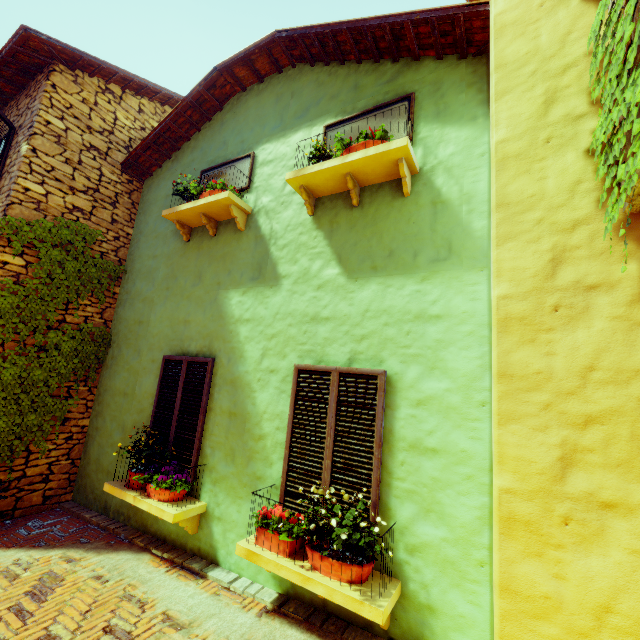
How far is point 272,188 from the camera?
4.8m

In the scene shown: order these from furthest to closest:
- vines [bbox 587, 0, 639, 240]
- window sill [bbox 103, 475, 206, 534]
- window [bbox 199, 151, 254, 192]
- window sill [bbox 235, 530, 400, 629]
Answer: window [bbox 199, 151, 254, 192], window sill [bbox 103, 475, 206, 534], window sill [bbox 235, 530, 400, 629], vines [bbox 587, 0, 639, 240]

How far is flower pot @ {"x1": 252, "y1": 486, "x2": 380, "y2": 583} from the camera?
2.7 meters

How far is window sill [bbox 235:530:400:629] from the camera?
2.5 meters

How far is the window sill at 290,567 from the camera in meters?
2.5

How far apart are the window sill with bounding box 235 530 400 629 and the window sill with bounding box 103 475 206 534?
1.0m

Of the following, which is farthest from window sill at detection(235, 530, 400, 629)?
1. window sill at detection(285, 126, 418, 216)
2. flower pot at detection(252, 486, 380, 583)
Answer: window sill at detection(285, 126, 418, 216)

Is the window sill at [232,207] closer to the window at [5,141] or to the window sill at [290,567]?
the window at [5,141]
